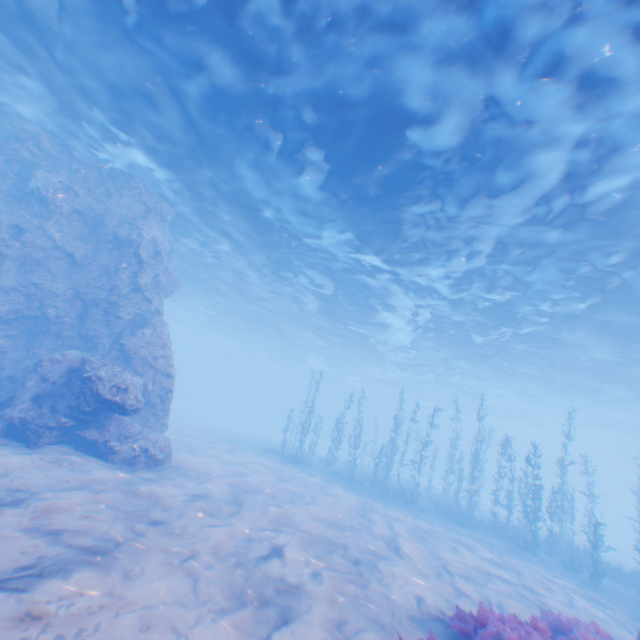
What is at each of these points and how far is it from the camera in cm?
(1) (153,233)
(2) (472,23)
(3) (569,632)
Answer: (1) rock, 1691
(2) light, 754
(3) instancedfoliageactor, 699

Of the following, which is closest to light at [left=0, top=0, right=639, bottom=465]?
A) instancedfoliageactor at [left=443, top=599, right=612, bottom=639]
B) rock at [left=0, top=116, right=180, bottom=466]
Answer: rock at [left=0, top=116, right=180, bottom=466]

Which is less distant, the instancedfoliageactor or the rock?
the instancedfoliageactor

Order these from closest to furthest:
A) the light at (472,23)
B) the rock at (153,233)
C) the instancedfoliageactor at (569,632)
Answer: the instancedfoliageactor at (569,632)
the light at (472,23)
the rock at (153,233)

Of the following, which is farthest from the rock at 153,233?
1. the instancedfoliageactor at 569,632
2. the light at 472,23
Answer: the instancedfoliageactor at 569,632

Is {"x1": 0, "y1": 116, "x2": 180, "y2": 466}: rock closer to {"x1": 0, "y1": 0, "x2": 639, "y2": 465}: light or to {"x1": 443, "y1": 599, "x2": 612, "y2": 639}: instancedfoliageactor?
{"x1": 0, "y1": 0, "x2": 639, "y2": 465}: light

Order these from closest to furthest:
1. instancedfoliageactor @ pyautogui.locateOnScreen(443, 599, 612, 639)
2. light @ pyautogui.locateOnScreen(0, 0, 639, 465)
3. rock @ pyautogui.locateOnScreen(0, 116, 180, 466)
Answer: instancedfoliageactor @ pyautogui.locateOnScreen(443, 599, 612, 639) → light @ pyautogui.locateOnScreen(0, 0, 639, 465) → rock @ pyautogui.locateOnScreen(0, 116, 180, 466)

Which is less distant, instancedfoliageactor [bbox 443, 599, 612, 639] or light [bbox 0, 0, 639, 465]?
instancedfoliageactor [bbox 443, 599, 612, 639]
